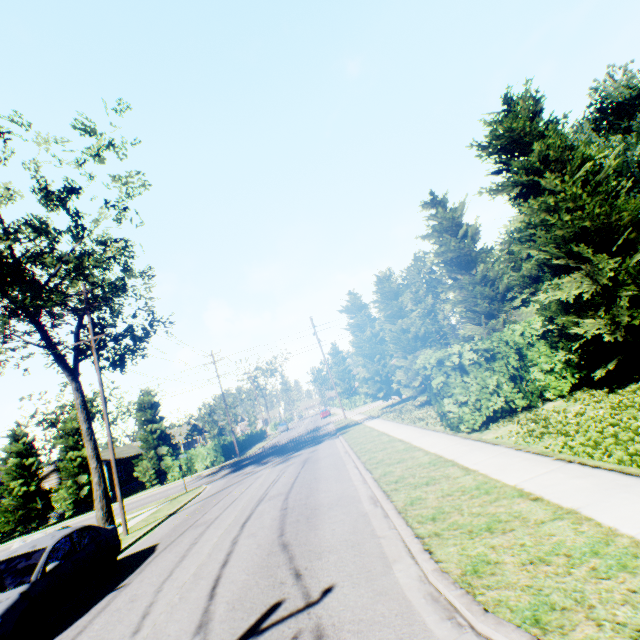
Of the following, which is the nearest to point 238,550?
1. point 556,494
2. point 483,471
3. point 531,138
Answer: point 483,471

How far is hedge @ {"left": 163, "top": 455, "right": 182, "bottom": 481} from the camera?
33.50m

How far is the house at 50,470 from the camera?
37.6 meters

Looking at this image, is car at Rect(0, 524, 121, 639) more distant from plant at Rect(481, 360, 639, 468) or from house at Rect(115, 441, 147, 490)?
house at Rect(115, 441, 147, 490)

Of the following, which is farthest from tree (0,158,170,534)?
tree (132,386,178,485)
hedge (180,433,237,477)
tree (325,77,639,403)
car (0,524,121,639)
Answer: car (0,524,121,639)

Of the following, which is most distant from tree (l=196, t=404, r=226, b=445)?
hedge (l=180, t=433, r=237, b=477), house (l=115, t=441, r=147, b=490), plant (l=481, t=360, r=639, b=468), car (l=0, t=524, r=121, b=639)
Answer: plant (l=481, t=360, r=639, b=468)

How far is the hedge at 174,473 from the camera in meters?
33.5 m

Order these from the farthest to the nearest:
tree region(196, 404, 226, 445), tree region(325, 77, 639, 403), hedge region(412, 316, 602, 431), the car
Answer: tree region(196, 404, 226, 445), hedge region(412, 316, 602, 431), tree region(325, 77, 639, 403), the car
